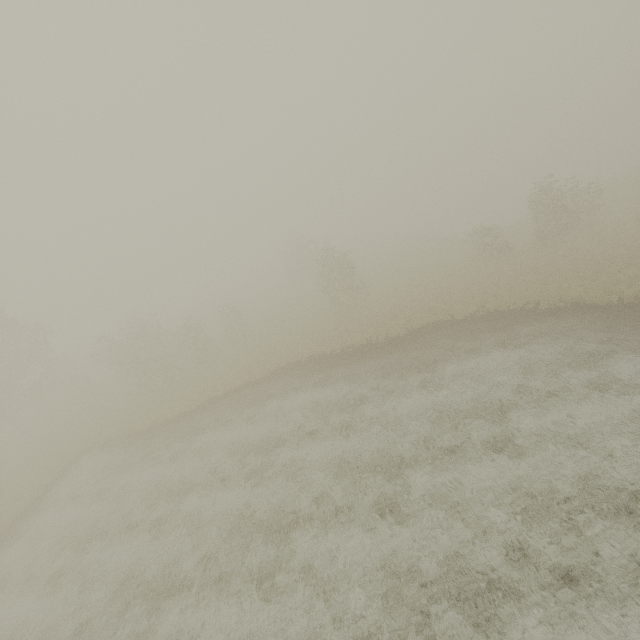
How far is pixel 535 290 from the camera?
20.59m
